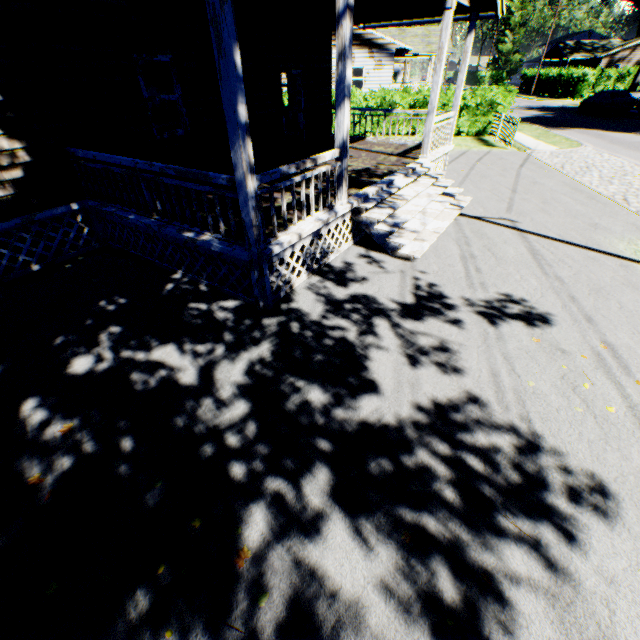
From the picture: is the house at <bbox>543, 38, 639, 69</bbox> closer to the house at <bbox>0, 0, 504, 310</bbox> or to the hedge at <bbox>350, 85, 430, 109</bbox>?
the hedge at <bbox>350, 85, 430, 109</bbox>

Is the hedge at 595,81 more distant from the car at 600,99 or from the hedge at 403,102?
the hedge at 403,102

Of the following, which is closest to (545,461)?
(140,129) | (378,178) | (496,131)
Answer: (378,178)

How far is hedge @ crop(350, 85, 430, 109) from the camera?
18.19m

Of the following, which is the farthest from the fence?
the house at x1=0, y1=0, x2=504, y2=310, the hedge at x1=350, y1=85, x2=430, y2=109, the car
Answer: the car

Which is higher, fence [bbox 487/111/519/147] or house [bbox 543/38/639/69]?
house [bbox 543/38/639/69]

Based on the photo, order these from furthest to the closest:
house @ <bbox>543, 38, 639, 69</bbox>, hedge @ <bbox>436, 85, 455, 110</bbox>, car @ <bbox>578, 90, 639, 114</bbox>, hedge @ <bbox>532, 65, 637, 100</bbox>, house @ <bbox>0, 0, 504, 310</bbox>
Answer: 1. house @ <bbox>543, 38, 639, 69</bbox>
2. hedge @ <bbox>532, 65, 637, 100</bbox>
3. car @ <bbox>578, 90, 639, 114</bbox>
4. hedge @ <bbox>436, 85, 455, 110</bbox>
5. house @ <bbox>0, 0, 504, 310</bbox>

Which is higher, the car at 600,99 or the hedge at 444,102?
the hedge at 444,102
